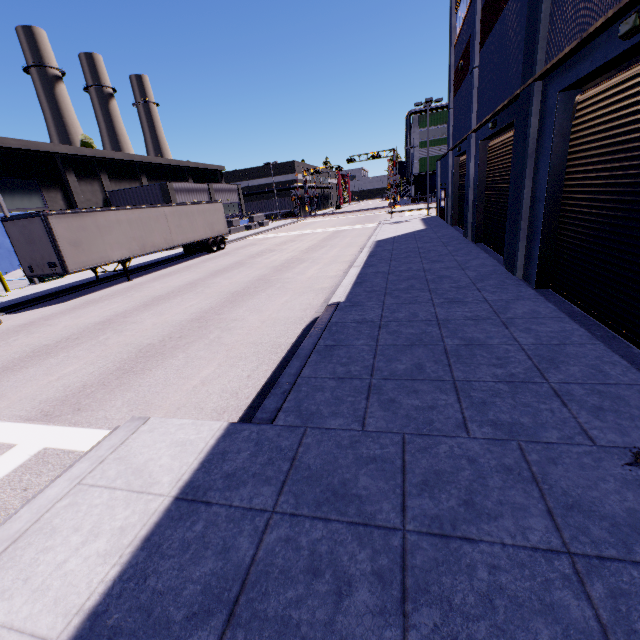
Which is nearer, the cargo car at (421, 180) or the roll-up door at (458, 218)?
the roll-up door at (458, 218)

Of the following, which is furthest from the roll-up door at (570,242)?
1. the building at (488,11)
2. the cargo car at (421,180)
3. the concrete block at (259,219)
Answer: the cargo car at (421,180)

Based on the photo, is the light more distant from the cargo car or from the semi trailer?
the cargo car

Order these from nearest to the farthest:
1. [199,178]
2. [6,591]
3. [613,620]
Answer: [613,620]
[6,591]
[199,178]

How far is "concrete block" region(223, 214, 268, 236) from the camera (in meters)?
41.53

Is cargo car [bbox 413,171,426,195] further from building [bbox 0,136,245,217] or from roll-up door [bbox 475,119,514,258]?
roll-up door [bbox 475,119,514,258]

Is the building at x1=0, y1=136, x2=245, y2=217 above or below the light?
above
